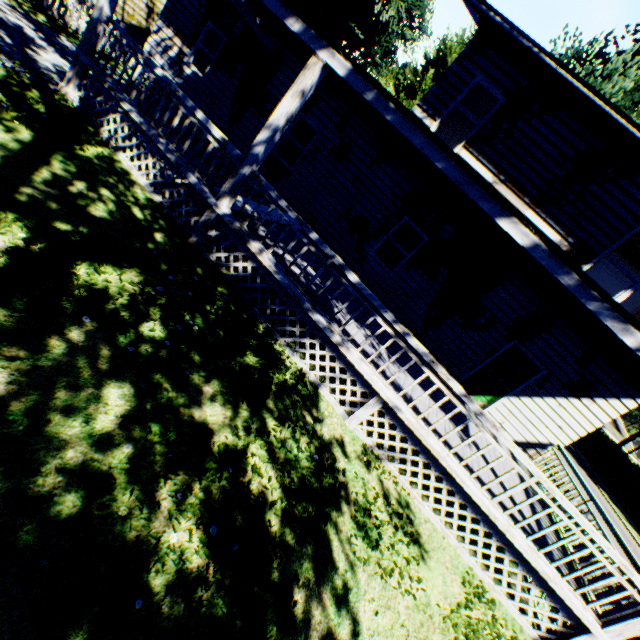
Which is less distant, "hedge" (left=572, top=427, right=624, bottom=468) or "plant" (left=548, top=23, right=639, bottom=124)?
"plant" (left=548, top=23, right=639, bottom=124)

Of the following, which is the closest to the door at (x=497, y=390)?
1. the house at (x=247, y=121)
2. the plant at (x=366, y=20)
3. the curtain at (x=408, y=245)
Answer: the house at (x=247, y=121)

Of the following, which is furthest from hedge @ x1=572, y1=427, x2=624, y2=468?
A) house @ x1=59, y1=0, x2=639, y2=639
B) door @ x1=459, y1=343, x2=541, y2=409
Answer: door @ x1=459, y1=343, x2=541, y2=409

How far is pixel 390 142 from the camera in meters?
8.4

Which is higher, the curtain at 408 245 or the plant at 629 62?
the plant at 629 62

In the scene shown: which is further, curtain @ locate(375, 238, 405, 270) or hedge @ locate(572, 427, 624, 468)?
hedge @ locate(572, 427, 624, 468)

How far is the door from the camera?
9.45m

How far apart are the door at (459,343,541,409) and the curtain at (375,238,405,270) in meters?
3.7 m
